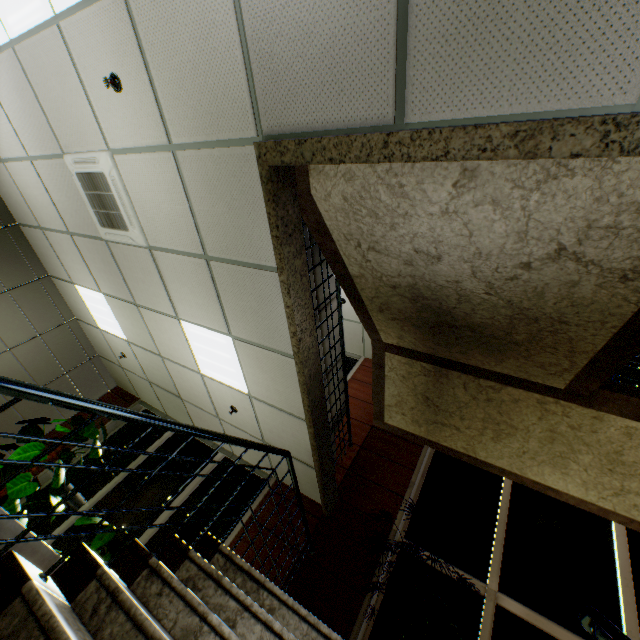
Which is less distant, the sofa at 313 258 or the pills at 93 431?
the sofa at 313 258

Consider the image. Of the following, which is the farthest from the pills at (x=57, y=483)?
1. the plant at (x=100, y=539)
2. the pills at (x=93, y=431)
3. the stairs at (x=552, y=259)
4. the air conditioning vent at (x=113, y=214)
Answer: the air conditioning vent at (x=113, y=214)

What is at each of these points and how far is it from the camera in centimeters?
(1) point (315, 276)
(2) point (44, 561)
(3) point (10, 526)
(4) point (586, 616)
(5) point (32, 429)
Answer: (1) sofa, 376cm
(2) sofa, 188cm
(3) sofa, 170cm
(4) stairs, 209cm
(5) pills, 572cm

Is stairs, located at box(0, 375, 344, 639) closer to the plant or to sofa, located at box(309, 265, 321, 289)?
sofa, located at box(309, 265, 321, 289)

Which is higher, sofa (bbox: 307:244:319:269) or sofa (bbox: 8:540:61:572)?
sofa (bbox: 307:244:319:269)

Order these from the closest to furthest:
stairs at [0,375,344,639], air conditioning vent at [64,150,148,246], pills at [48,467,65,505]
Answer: stairs at [0,375,344,639]
air conditioning vent at [64,150,148,246]
pills at [48,467,65,505]

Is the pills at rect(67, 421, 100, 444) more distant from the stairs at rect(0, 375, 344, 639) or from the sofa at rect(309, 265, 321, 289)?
the stairs at rect(0, 375, 344, 639)

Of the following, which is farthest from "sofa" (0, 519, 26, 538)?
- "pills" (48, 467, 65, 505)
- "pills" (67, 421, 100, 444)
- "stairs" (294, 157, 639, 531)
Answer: "pills" (67, 421, 100, 444)
